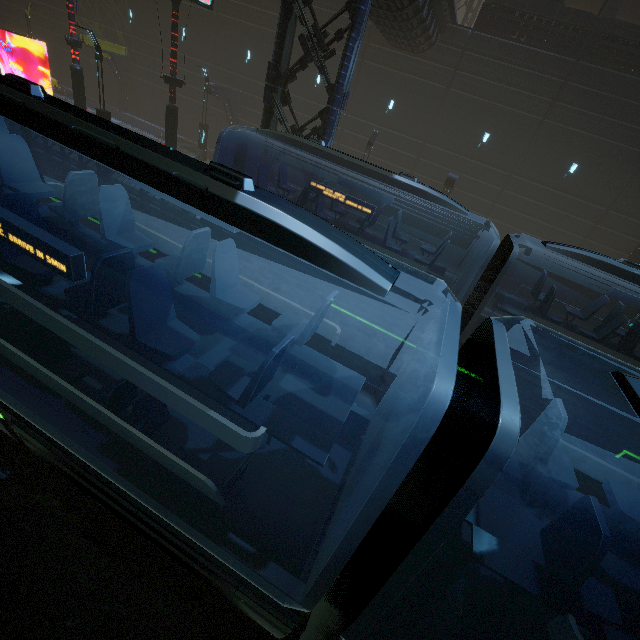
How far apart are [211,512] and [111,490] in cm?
122

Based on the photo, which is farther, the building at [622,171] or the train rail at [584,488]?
the building at [622,171]

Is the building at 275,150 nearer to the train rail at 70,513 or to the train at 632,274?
the train rail at 70,513

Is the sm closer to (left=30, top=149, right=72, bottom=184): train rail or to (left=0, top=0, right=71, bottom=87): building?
(left=0, top=0, right=71, bottom=87): building

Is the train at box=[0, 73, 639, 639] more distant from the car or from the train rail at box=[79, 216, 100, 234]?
the car

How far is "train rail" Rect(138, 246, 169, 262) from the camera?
13.1m

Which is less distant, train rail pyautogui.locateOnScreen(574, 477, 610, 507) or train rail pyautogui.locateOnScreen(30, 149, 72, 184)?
train rail pyautogui.locateOnScreen(574, 477, 610, 507)

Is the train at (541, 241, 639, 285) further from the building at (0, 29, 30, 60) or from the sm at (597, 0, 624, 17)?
the sm at (597, 0, 624, 17)
